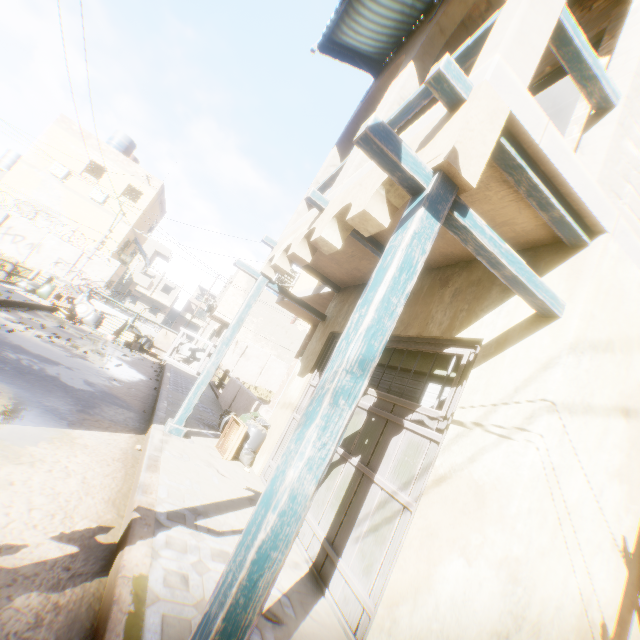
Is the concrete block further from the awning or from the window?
the window

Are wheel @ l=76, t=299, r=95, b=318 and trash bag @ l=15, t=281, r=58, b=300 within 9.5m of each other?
yes

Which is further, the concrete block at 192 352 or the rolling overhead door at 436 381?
the concrete block at 192 352

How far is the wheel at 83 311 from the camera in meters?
14.1 m

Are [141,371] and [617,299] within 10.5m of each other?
no

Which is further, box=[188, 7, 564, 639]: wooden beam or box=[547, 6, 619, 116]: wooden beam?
box=[547, 6, 619, 116]: wooden beam

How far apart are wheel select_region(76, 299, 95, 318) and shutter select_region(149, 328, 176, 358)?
1.7 meters

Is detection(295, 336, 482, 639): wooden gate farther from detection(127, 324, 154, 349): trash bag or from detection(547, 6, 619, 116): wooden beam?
detection(127, 324, 154, 349): trash bag
